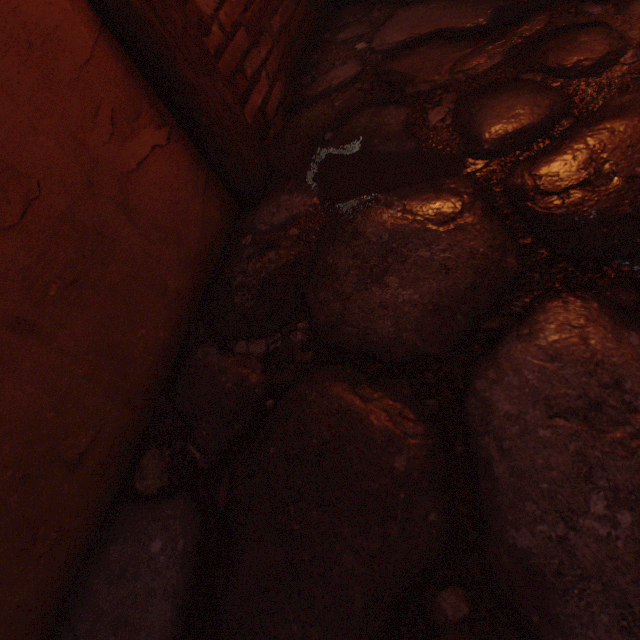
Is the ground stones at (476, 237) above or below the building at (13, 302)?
below

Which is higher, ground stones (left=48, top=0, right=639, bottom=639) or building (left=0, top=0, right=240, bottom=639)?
building (left=0, top=0, right=240, bottom=639)

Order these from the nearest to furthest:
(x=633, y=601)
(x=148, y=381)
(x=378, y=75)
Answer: (x=633, y=601) → (x=148, y=381) → (x=378, y=75)
